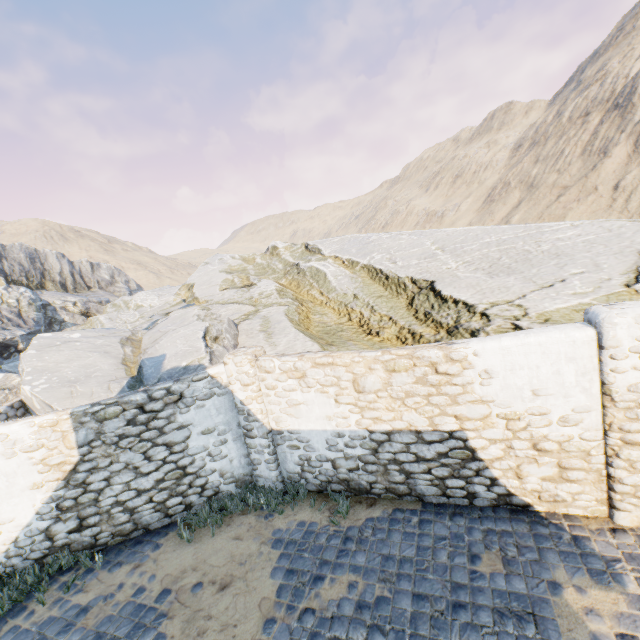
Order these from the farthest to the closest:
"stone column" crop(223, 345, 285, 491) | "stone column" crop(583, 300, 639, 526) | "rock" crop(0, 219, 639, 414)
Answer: "rock" crop(0, 219, 639, 414) < "stone column" crop(223, 345, 285, 491) < "stone column" crop(583, 300, 639, 526)

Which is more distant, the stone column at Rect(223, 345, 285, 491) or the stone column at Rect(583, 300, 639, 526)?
the stone column at Rect(223, 345, 285, 491)

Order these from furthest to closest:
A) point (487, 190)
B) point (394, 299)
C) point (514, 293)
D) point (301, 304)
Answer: point (487, 190), point (301, 304), point (394, 299), point (514, 293)

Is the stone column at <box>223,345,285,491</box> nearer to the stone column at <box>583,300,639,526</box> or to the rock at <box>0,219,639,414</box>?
the rock at <box>0,219,639,414</box>

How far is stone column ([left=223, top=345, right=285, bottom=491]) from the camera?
6.6m

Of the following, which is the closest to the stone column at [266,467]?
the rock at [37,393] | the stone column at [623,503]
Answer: the rock at [37,393]
